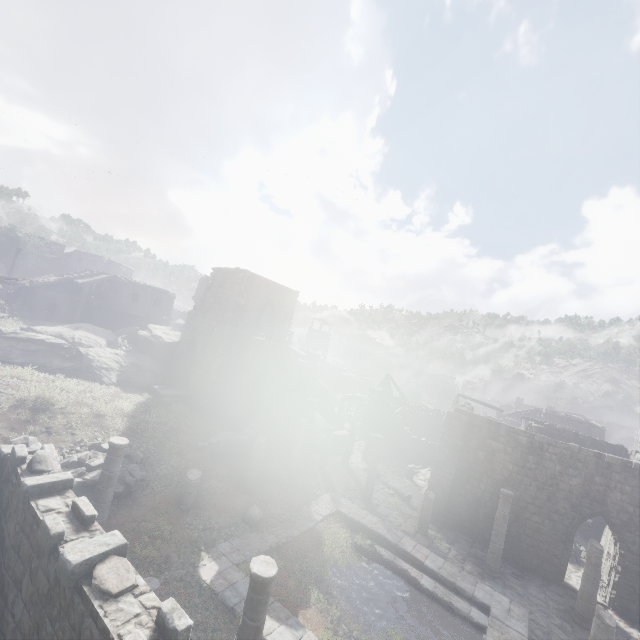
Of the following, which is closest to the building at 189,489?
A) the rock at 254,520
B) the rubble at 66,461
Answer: the rubble at 66,461

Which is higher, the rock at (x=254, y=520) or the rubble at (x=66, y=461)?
the rubble at (x=66, y=461)

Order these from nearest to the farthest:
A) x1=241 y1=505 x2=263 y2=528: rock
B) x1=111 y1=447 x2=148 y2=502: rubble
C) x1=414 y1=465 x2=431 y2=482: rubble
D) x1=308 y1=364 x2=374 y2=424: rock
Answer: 1. x1=111 y1=447 x2=148 y2=502: rubble
2. x1=241 y1=505 x2=263 y2=528: rock
3. x1=414 y1=465 x2=431 y2=482: rubble
4. x1=308 y1=364 x2=374 y2=424: rock

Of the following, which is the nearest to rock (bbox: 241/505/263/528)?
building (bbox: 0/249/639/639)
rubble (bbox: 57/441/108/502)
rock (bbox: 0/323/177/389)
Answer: building (bbox: 0/249/639/639)

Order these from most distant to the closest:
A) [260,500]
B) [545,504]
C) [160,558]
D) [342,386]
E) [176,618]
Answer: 1. [342,386]
2. [545,504]
3. [260,500]
4. [160,558]
5. [176,618]

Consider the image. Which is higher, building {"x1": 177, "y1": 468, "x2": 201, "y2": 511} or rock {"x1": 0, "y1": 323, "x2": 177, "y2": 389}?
rock {"x1": 0, "y1": 323, "x2": 177, "y2": 389}

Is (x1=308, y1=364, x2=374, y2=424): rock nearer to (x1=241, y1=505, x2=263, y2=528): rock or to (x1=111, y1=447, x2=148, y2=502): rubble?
(x1=111, y1=447, x2=148, y2=502): rubble

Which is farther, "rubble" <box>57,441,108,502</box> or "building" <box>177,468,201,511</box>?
"building" <box>177,468,201,511</box>
